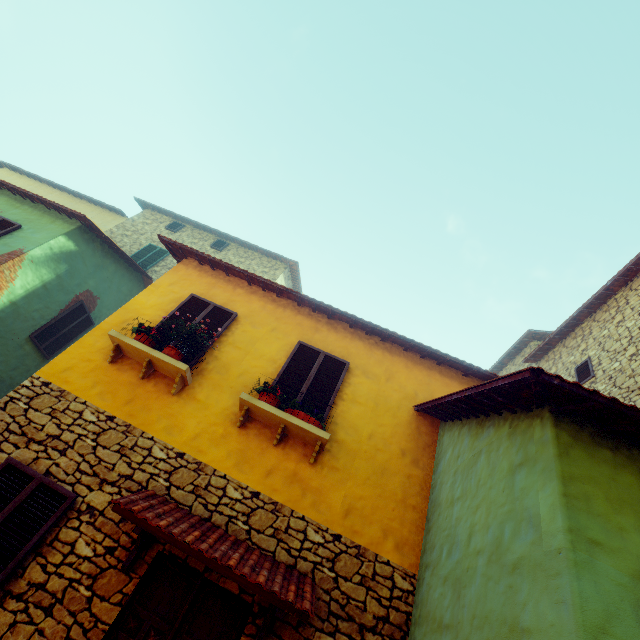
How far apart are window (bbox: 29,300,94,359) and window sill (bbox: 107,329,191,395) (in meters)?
5.42

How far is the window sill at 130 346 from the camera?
5.2 meters

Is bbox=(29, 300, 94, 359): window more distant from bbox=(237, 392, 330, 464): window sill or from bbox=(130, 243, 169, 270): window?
bbox=(237, 392, 330, 464): window sill

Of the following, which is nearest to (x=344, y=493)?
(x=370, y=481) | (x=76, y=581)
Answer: (x=370, y=481)

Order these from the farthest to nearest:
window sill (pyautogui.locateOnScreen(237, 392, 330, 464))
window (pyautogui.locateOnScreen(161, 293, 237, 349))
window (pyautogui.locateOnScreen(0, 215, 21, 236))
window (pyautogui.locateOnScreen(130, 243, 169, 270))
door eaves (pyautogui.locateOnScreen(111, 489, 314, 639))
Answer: window (pyautogui.locateOnScreen(130, 243, 169, 270)), window (pyautogui.locateOnScreen(0, 215, 21, 236)), window (pyautogui.locateOnScreen(161, 293, 237, 349)), window sill (pyautogui.locateOnScreen(237, 392, 330, 464)), door eaves (pyautogui.locateOnScreen(111, 489, 314, 639))

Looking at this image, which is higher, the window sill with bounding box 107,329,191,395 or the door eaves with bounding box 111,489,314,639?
the window sill with bounding box 107,329,191,395

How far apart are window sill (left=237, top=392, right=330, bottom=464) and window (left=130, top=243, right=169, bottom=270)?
10.3m

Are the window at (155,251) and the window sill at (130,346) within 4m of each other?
no
